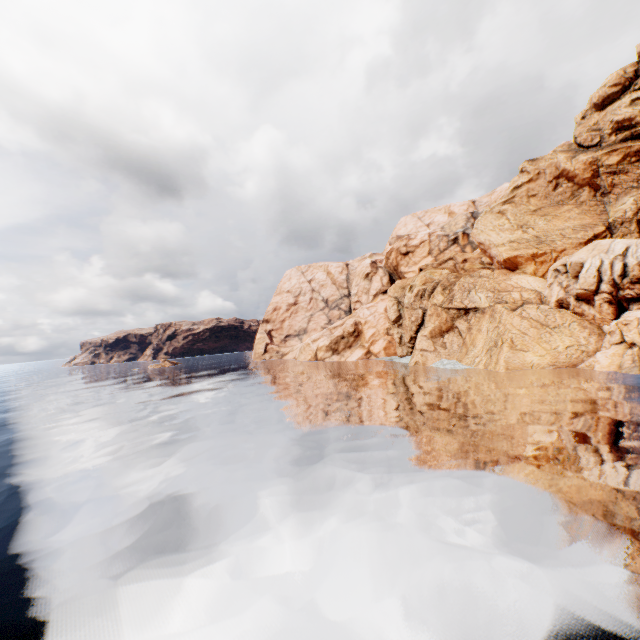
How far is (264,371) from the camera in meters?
56.4 m
